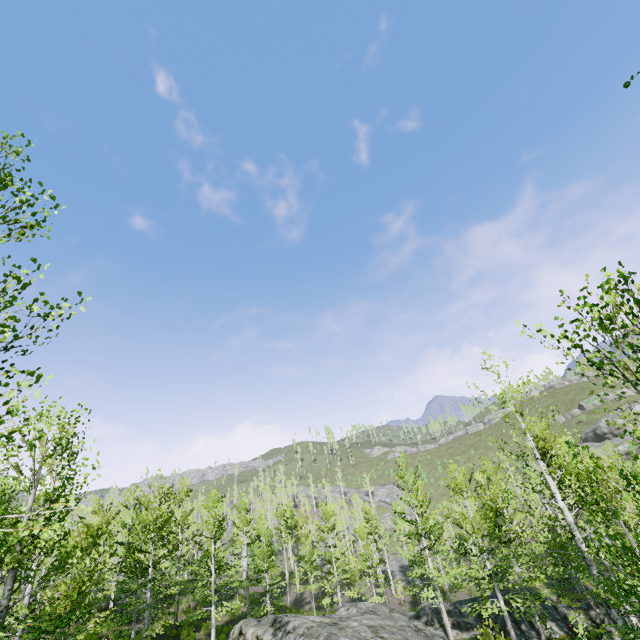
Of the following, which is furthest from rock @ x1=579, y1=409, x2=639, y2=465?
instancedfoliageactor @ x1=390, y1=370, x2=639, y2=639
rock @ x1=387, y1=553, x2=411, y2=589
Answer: rock @ x1=387, y1=553, x2=411, y2=589

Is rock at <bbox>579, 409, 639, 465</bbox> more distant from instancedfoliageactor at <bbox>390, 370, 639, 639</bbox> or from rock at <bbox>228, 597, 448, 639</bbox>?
rock at <bbox>228, 597, 448, 639</bbox>

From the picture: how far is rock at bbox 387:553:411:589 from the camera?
39.4m

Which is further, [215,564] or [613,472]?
[215,564]

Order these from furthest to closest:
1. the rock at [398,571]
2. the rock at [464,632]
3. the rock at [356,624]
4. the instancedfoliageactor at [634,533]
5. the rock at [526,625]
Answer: the rock at [398,571]
the rock at [464,632]
the rock at [526,625]
the rock at [356,624]
the instancedfoliageactor at [634,533]

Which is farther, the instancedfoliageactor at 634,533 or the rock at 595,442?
the rock at 595,442

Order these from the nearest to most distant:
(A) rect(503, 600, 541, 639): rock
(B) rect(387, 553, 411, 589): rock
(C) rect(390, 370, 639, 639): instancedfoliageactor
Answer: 1. (C) rect(390, 370, 639, 639): instancedfoliageactor
2. (A) rect(503, 600, 541, 639): rock
3. (B) rect(387, 553, 411, 589): rock

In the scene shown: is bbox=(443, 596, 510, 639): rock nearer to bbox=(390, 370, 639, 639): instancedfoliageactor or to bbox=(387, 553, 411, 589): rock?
bbox=(390, 370, 639, 639): instancedfoliageactor
